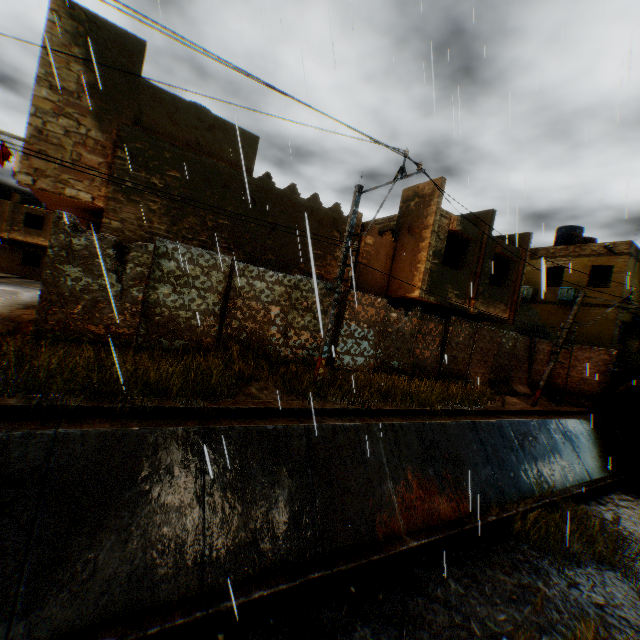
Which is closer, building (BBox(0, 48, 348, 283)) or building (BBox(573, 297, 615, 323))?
building (BBox(0, 48, 348, 283))

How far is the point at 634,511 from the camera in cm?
1175

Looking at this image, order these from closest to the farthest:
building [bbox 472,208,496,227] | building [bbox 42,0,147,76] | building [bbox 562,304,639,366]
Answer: building [bbox 42,0,147,76] → building [bbox 472,208,496,227] → building [bbox 562,304,639,366]

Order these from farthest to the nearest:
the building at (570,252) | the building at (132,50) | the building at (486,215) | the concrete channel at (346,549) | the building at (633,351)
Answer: the building at (633,351) → the building at (486,215) → the building at (570,252) → the building at (132,50) → the concrete channel at (346,549)

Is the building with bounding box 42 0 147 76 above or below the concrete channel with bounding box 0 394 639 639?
above

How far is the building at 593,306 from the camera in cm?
1947

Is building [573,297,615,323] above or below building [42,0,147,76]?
below

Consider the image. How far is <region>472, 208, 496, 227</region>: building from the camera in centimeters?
1491cm
